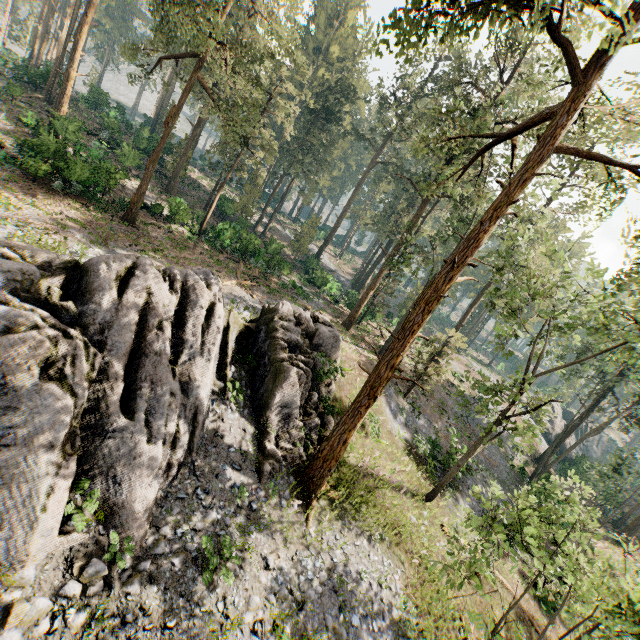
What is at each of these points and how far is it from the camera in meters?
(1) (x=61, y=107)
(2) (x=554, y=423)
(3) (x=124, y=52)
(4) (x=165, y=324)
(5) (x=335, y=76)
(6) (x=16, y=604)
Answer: (1) foliage, 28.0 m
(2) rock, 48.4 m
(3) foliage, 20.0 m
(4) rock, 11.1 m
(5) foliage, 40.7 m
(6) rock, 7.0 m

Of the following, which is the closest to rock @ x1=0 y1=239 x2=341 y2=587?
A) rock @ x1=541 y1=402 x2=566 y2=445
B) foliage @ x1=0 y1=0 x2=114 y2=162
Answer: foliage @ x1=0 y1=0 x2=114 y2=162

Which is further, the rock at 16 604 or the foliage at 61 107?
the foliage at 61 107

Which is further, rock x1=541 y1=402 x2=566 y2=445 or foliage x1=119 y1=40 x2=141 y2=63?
rock x1=541 y1=402 x2=566 y2=445

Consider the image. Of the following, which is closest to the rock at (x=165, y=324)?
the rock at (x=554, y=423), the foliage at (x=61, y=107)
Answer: the foliage at (x=61, y=107)

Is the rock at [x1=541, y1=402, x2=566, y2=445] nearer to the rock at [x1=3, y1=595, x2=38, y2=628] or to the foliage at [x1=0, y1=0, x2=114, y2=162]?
the foliage at [x1=0, y1=0, x2=114, y2=162]
